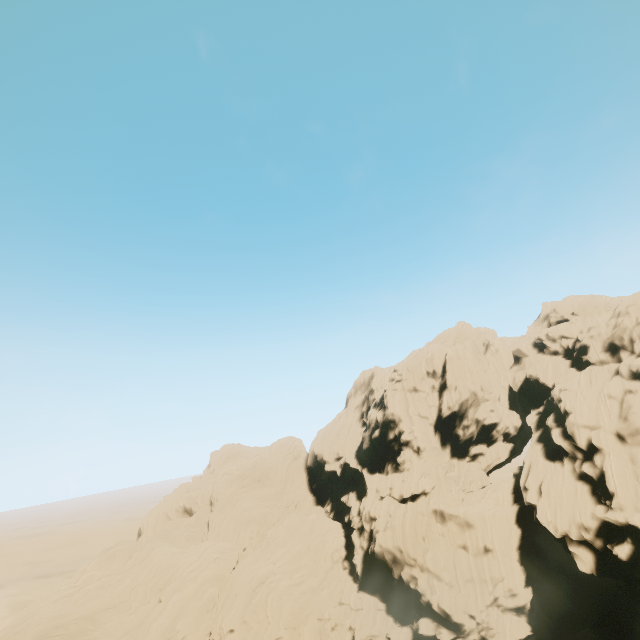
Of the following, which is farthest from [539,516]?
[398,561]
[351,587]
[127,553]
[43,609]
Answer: [43,609]
